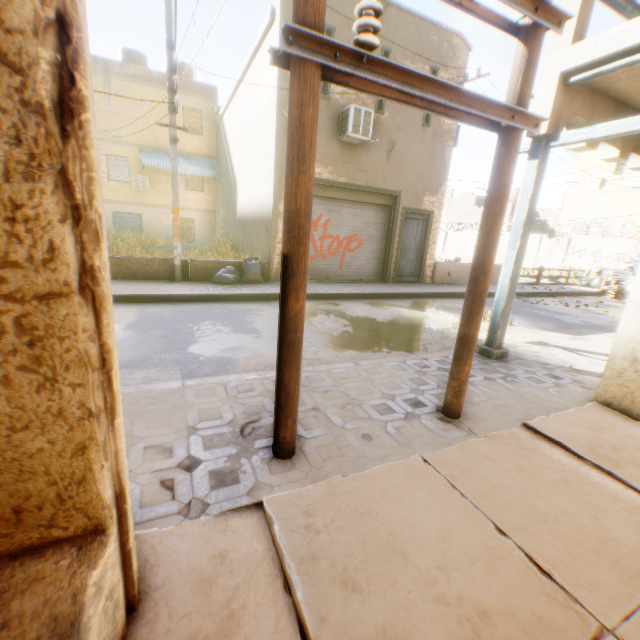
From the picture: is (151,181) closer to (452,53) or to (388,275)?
(388,275)

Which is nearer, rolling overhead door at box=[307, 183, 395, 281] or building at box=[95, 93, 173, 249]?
rolling overhead door at box=[307, 183, 395, 281]

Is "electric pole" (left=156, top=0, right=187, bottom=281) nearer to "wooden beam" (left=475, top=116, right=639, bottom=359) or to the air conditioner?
"wooden beam" (left=475, top=116, right=639, bottom=359)

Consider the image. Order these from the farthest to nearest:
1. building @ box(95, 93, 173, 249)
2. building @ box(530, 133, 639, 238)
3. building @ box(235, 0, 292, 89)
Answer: building @ box(95, 93, 173, 249) → building @ box(235, 0, 292, 89) → building @ box(530, 133, 639, 238)

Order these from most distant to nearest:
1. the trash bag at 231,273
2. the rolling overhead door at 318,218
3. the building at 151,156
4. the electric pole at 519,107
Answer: the building at 151,156
the rolling overhead door at 318,218
the trash bag at 231,273
the electric pole at 519,107

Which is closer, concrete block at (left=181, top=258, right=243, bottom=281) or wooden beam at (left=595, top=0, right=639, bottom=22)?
wooden beam at (left=595, top=0, right=639, bottom=22)

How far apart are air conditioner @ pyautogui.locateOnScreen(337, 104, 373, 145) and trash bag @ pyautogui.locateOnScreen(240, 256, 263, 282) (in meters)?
2.23

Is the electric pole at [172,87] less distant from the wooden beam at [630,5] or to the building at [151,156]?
the building at [151,156]
